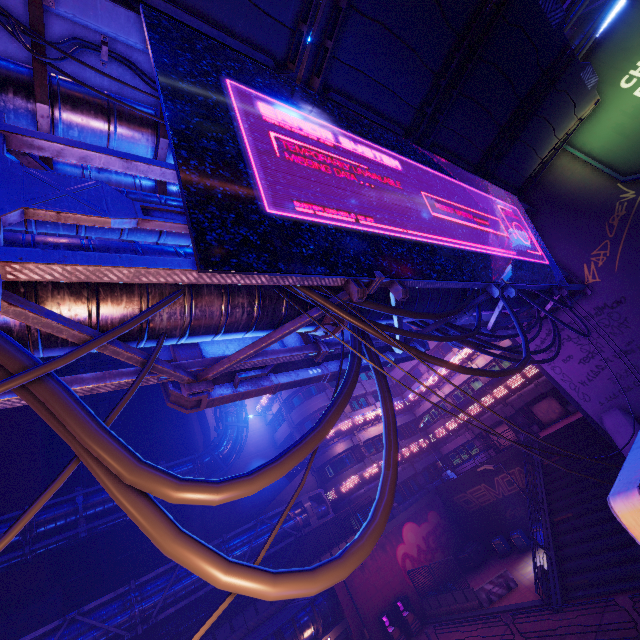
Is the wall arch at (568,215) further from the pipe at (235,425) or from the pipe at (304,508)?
the pipe at (304,508)

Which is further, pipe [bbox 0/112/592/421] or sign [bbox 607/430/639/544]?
pipe [bbox 0/112/592/421]

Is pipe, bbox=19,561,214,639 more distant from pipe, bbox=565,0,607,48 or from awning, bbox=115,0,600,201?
pipe, bbox=565,0,607,48

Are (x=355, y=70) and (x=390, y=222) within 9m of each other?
yes

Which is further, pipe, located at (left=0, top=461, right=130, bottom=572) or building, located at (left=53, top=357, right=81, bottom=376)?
building, located at (left=53, top=357, right=81, bottom=376)

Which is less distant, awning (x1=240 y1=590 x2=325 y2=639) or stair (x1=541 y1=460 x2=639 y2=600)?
stair (x1=541 y1=460 x2=639 y2=600)

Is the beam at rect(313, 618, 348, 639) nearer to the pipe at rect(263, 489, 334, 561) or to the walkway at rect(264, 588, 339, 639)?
the walkway at rect(264, 588, 339, 639)

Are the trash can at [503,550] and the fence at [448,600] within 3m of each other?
no
